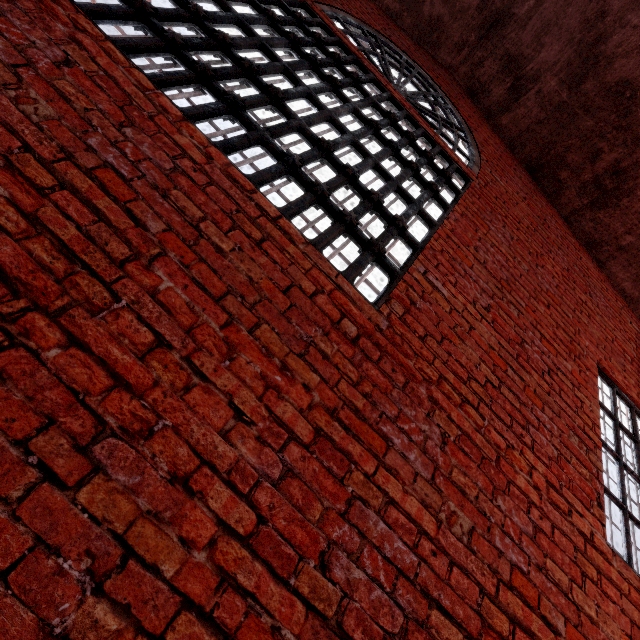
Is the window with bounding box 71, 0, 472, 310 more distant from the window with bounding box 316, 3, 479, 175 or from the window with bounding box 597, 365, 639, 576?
the window with bounding box 597, 365, 639, 576

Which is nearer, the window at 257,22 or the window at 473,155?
the window at 257,22

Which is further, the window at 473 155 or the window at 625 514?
the window at 473 155

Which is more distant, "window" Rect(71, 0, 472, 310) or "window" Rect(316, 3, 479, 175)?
"window" Rect(316, 3, 479, 175)

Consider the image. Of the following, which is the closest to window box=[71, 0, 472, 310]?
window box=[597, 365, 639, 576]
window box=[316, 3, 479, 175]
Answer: window box=[316, 3, 479, 175]

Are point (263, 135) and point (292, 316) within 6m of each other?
yes
